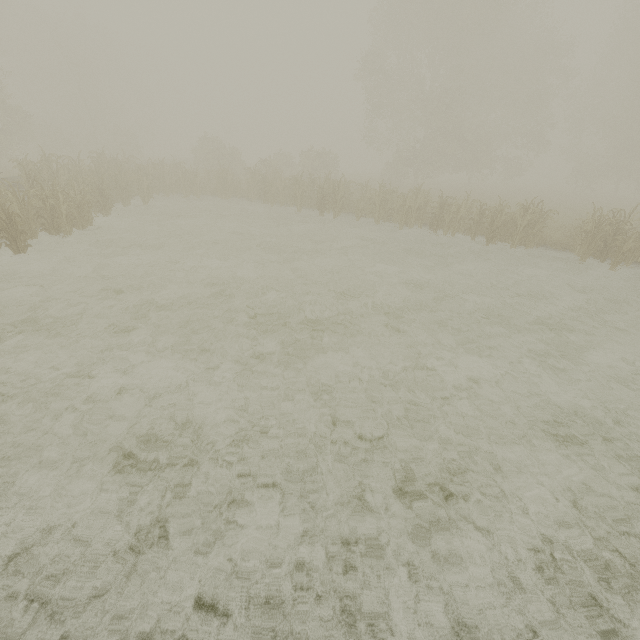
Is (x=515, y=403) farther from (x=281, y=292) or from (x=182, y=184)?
(x=182, y=184)
